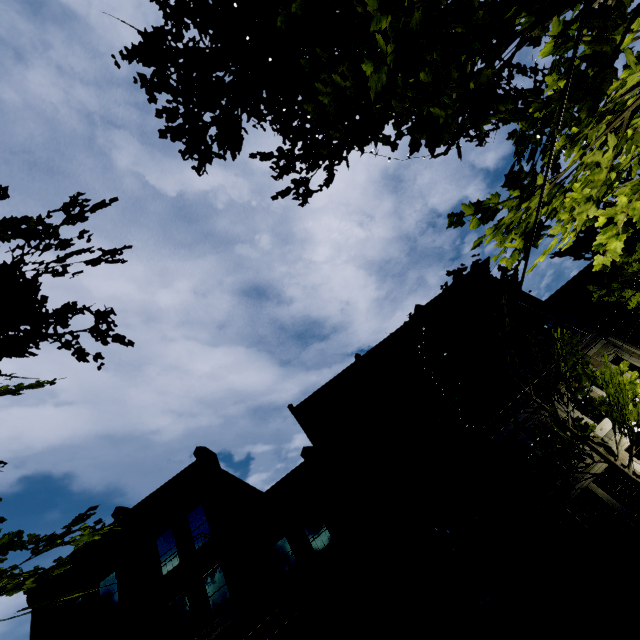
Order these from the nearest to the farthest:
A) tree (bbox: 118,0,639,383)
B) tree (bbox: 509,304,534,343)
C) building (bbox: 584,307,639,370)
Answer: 1. tree (bbox: 118,0,639,383)
2. tree (bbox: 509,304,534,343)
3. building (bbox: 584,307,639,370)

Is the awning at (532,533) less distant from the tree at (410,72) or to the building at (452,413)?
the building at (452,413)

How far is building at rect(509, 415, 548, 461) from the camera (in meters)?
14.49

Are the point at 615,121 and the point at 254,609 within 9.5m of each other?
no

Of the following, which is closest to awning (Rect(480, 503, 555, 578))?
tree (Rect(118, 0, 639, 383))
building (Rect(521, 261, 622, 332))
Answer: building (Rect(521, 261, 622, 332))

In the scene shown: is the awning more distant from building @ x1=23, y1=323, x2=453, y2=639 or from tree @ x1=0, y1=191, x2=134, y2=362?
tree @ x1=0, y1=191, x2=134, y2=362

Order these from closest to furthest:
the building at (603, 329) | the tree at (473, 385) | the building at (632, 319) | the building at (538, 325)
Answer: the tree at (473, 385)
the building at (632, 319)
the building at (603, 329)
the building at (538, 325)
